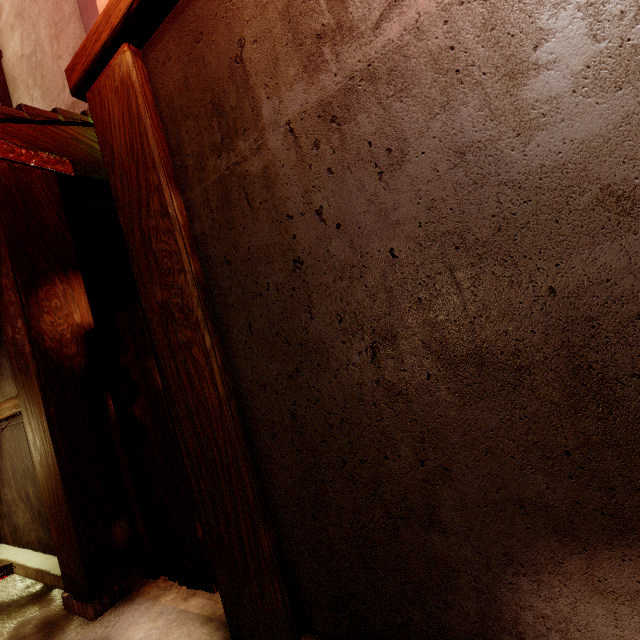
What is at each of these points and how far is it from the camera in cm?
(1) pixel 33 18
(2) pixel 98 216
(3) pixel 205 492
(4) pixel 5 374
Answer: (1) house, 718
(2) foundation, 566
(3) wood pole, 268
(4) foundation, 565

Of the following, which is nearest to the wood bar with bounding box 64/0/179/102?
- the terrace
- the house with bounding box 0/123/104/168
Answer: the house with bounding box 0/123/104/168

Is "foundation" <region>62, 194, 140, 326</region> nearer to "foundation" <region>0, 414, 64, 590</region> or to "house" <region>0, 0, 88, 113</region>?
"foundation" <region>0, 414, 64, 590</region>

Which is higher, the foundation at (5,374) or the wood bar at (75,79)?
the wood bar at (75,79)

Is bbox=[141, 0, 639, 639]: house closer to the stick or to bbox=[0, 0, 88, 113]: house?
the stick

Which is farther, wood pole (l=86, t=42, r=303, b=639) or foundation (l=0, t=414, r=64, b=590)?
foundation (l=0, t=414, r=64, b=590)

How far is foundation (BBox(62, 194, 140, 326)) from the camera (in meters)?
5.25

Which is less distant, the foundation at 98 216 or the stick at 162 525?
the stick at 162 525
